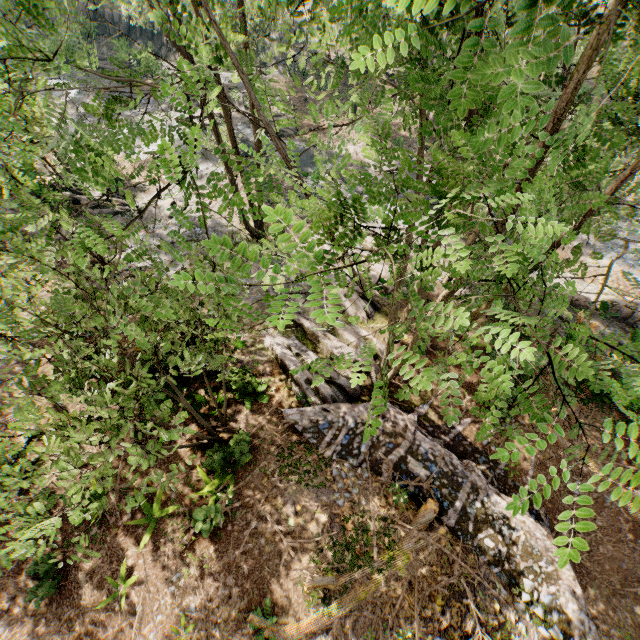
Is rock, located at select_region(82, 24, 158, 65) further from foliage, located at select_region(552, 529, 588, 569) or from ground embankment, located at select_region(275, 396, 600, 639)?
ground embankment, located at select_region(275, 396, 600, 639)

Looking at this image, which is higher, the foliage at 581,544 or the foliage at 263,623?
the foliage at 581,544

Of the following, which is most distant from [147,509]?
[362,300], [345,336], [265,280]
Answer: [362,300]

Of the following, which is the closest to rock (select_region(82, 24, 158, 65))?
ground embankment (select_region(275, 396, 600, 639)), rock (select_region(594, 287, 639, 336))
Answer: rock (select_region(594, 287, 639, 336))

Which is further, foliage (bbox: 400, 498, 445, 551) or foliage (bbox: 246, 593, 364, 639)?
foliage (bbox: 400, 498, 445, 551)

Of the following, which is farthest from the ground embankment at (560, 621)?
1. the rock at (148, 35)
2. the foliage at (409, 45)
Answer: the rock at (148, 35)
